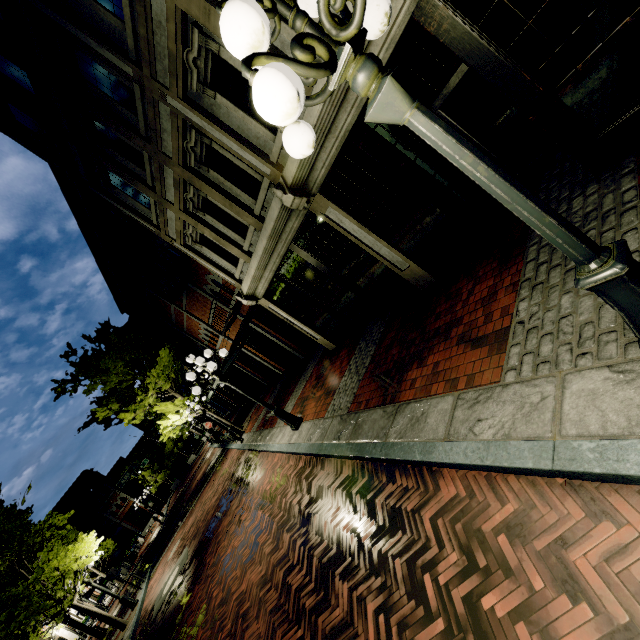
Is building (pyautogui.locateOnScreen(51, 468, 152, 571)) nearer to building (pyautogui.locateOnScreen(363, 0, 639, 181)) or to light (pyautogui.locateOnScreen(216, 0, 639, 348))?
building (pyautogui.locateOnScreen(363, 0, 639, 181))

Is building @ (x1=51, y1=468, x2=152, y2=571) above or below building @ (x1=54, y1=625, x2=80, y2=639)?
above

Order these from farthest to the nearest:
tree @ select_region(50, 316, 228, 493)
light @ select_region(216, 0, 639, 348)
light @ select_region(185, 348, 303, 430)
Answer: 1. tree @ select_region(50, 316, 228, 493)
2. light @ select_region(185, 348, 303, 430)
3. light @ select_region(216, 0, 639, 348)

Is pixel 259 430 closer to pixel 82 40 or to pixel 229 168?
pixel 229 168

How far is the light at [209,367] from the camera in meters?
8.5 m

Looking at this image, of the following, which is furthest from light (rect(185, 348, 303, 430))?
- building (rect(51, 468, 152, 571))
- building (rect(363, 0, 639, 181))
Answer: building (rect(51, 468, 152, 571))

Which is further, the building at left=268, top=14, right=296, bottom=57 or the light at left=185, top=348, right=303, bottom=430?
the light at left=185, top=348, right=303, bottom=430

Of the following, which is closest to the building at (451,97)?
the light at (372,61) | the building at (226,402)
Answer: the light at (372,61)
